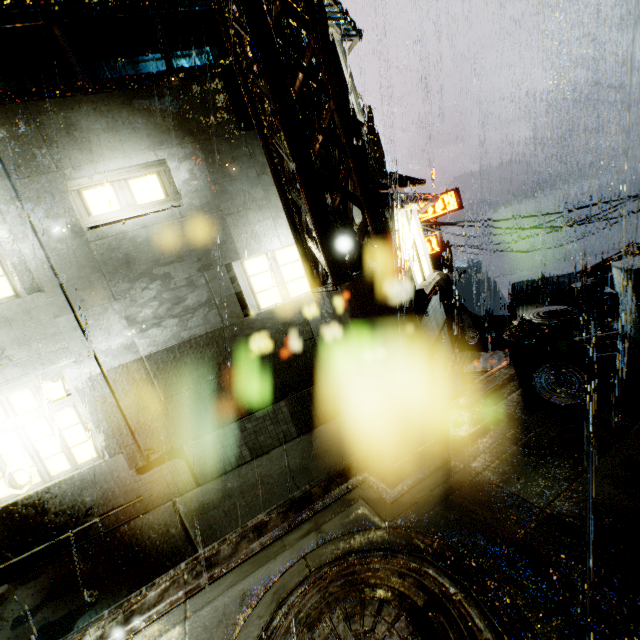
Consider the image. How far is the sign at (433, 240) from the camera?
25.5m

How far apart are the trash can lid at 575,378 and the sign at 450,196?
21.15m

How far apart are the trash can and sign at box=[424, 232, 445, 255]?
19.9m

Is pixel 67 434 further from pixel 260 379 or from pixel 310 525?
pixel 310 525

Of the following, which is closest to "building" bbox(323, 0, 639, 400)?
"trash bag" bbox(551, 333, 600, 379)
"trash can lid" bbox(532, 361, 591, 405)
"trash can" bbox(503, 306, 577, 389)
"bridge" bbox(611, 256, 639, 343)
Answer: "bridge" bbox(611, 256, 639, 343)

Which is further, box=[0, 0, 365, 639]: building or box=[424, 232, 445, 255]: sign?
box=[424, 232, 445, 255]: sign

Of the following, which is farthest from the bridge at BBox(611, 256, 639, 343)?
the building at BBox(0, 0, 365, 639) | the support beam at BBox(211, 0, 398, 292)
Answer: the support beam at BBox(211, 0, 398, 292)

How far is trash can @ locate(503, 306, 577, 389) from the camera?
5.6 meters
